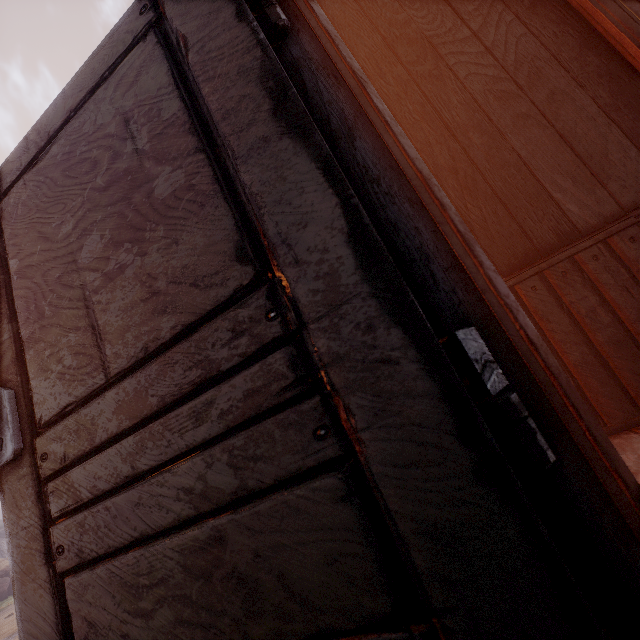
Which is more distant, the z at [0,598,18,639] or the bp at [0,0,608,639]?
the z at [0,598,18,639]

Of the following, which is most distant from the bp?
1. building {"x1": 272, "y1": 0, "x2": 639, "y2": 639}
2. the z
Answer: the z

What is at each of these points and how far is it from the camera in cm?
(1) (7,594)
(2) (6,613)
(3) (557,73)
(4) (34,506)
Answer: (1) instancedfoliageactor, 1555
(2) z, 1177
(3) building, 172
(4) bp, 111

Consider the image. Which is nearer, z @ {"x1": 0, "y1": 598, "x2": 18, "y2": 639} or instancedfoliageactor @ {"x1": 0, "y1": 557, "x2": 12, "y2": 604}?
z @ {"x1": 0, "y1": 598, "x2": 18, "y2": 639}

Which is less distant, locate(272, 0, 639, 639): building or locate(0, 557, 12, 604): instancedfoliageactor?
locate(272, 0, 639, 639): building

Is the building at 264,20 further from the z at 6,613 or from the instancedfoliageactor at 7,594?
the instancedfoliageactor at 7,594

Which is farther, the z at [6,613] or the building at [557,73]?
the z at [6,613]

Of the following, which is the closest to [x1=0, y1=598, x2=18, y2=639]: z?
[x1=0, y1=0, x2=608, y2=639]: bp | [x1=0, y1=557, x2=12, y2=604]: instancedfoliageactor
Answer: A: [x1=0, y1=557, x2=12, y2=604]: instancedfoliageactor
